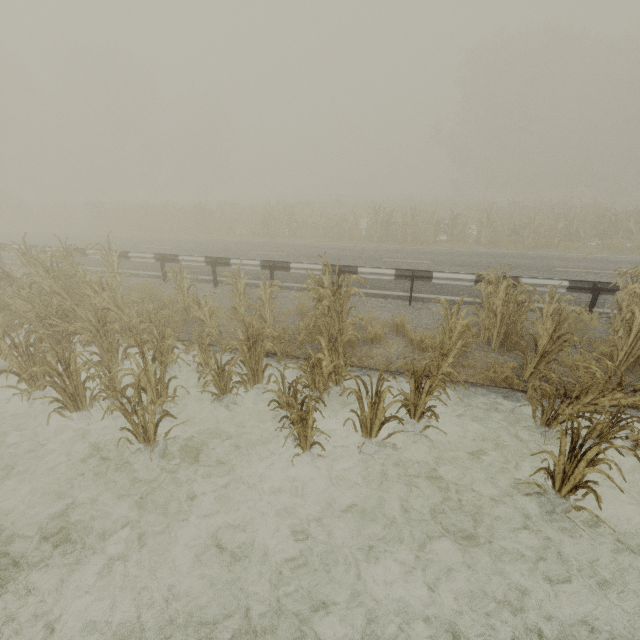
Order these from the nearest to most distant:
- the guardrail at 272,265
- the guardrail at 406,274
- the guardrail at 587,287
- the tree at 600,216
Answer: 1. the tree at 600,216
2. the guardrail at 587,287
3. the guardrail at 406,274
4. the guardrail at 272,265

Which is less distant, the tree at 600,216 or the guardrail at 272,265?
the tree at 600,216

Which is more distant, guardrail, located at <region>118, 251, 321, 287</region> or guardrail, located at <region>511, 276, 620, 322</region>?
guardrail, located at <region>118, 251, 321, 287</region>

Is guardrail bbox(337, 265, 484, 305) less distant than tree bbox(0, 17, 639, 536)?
No

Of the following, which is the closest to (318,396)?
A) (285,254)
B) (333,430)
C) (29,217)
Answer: (333,430)

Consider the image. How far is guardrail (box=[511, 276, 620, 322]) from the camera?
7.3m
